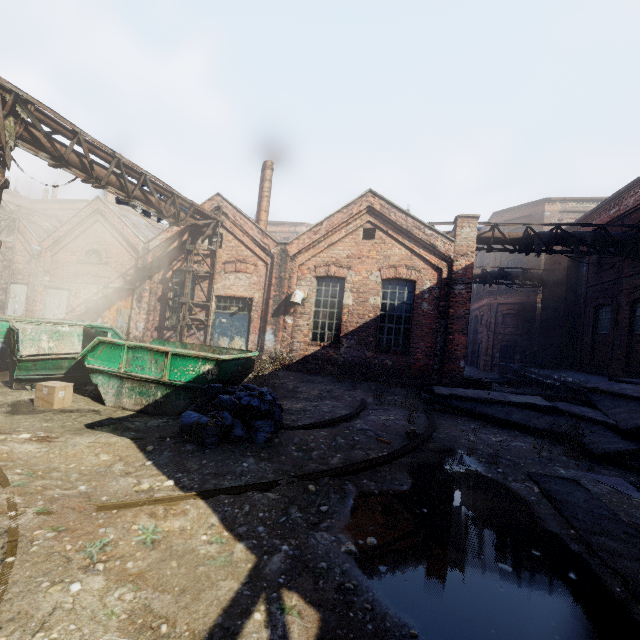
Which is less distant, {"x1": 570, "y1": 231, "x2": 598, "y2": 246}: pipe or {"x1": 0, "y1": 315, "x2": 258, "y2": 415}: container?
{"x1": 0, "y1": 315, "x2": 258, "y2": 415}: container

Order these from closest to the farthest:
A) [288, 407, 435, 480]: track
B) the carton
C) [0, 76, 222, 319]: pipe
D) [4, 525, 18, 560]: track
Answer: [4, 525, 18, 560]: track → [288, 407, 435, 480]: track → the carton → [0, 76, 222, 319]: pipe

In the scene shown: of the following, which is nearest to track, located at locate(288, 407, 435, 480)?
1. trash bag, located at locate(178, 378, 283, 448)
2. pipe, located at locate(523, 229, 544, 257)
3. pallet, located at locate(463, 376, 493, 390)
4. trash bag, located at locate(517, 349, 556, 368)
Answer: trash bag, located at locate(178, 378, 283, 448)

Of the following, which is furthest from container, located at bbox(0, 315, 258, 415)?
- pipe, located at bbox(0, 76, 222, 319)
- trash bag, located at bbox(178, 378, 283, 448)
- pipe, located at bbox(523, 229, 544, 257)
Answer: pipe, located at bbox(523, 229, 544, 257)

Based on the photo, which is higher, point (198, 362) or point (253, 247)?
point (253, 247)

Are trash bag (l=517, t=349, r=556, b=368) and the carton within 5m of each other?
no

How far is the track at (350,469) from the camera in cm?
435

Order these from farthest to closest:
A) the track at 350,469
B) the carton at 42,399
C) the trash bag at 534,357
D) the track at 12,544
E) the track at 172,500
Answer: the trash bag at 534,357
the carton at 42,399
the track at 350,469
the track at 172,500
the track at 12,544
